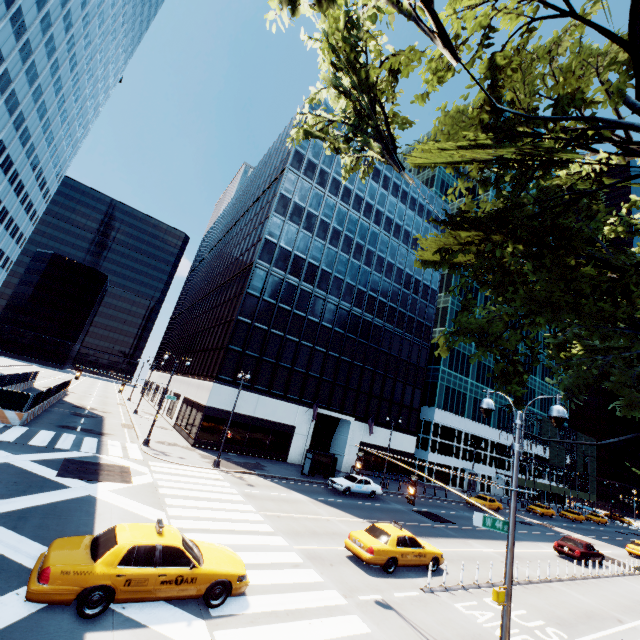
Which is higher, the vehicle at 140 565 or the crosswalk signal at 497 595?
the crosswalk signal at 497 595

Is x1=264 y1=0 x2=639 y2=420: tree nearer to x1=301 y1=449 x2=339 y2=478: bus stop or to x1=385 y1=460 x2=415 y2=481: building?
x1=301 y1=449 x2=339 y2=478: bus stop

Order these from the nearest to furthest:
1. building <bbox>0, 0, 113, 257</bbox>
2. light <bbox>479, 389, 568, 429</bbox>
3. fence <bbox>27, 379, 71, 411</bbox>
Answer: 1. light <bbox>479, 389, 568, 429</bbox>
2. fence <bbox>27, 379, 71, 411</bbox>
3. building <bbox>0, 0, 113, 257</bbox>

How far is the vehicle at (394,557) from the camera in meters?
13.6

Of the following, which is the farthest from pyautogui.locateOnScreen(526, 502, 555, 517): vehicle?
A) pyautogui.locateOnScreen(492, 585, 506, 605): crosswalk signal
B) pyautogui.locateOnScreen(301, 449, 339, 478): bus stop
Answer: pyautogui.locateOnScreen(492, 585, 506, 605): crosswalk signal

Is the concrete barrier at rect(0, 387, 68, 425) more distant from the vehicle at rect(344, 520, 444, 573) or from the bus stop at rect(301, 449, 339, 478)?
the vehicle at rect(344, 520, 444, 573)

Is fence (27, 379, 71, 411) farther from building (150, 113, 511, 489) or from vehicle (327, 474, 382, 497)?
vehicle (327, 474, 382, 497)

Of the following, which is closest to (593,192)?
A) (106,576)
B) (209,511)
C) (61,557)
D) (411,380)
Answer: (106,576)
